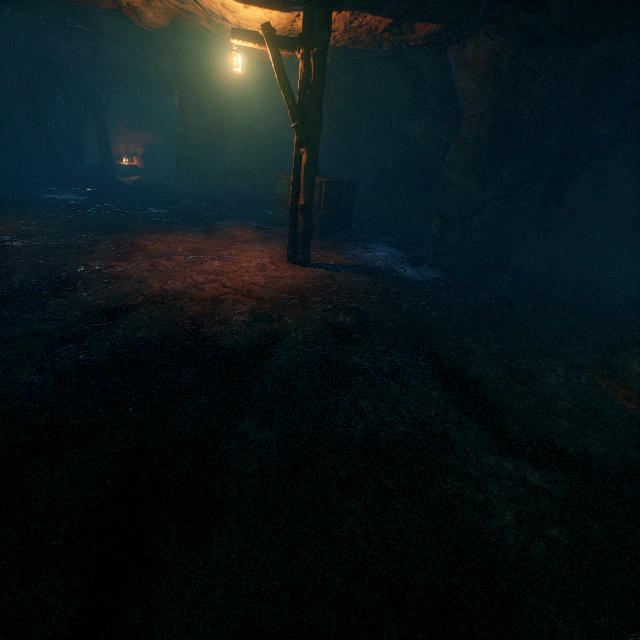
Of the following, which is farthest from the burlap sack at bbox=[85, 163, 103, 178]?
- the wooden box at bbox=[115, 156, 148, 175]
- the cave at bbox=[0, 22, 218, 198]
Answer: the wooden box at bbox=[115, 156, 148, 175]

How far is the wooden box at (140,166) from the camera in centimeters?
2039cm

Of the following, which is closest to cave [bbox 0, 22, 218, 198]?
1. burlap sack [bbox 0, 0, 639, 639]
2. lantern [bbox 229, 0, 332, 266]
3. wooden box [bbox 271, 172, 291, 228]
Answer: burlap sack [bbox 0, 0, 639, 639]

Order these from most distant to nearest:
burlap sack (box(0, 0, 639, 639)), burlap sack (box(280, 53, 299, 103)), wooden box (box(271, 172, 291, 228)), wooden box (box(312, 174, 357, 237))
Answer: wooden box (box(271, 172, 291, 228)), wooden box (box(312, 174, 357, 237)), burlap sack (box(280, 53, 299, 103)), burlap sack (box(0, 0, 639, 639))

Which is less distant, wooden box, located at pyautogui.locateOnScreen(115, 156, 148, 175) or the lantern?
the lantern

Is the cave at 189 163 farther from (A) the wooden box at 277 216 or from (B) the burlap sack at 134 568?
(A) the wooden box at 277 216

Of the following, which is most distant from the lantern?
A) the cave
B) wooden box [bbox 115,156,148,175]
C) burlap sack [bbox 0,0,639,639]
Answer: wooden box [bbox 115,156,148,175]

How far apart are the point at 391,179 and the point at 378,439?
11.0 meters
